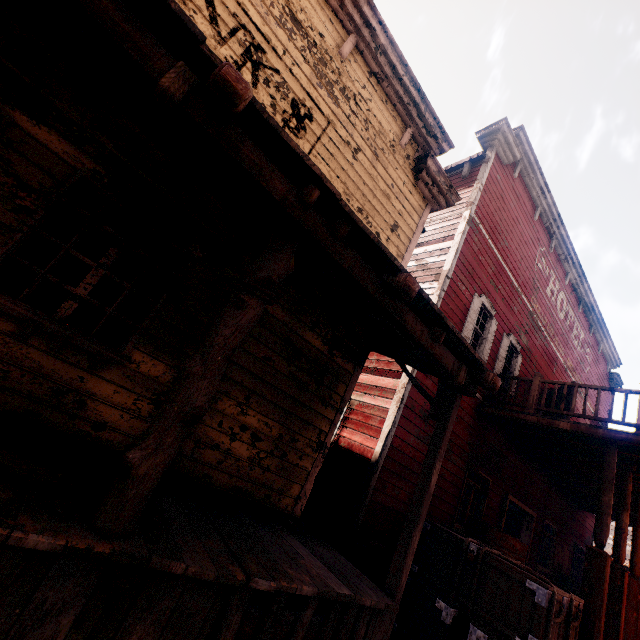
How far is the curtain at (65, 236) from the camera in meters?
3.3

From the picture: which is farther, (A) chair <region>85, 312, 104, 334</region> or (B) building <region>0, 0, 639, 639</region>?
(A) chair <region>85, 312, 104, 334</region>

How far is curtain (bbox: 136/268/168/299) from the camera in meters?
3.8 m

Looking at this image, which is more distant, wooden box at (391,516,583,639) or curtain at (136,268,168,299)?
wooden box at (391,516,583,639)

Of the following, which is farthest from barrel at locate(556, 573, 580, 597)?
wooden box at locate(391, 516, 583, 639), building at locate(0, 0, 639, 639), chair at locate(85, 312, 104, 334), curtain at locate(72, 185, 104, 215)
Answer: chair at locate(85, 312, 104, 334)

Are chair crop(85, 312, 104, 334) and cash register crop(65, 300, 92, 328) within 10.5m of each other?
yes

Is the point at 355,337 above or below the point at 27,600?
above
